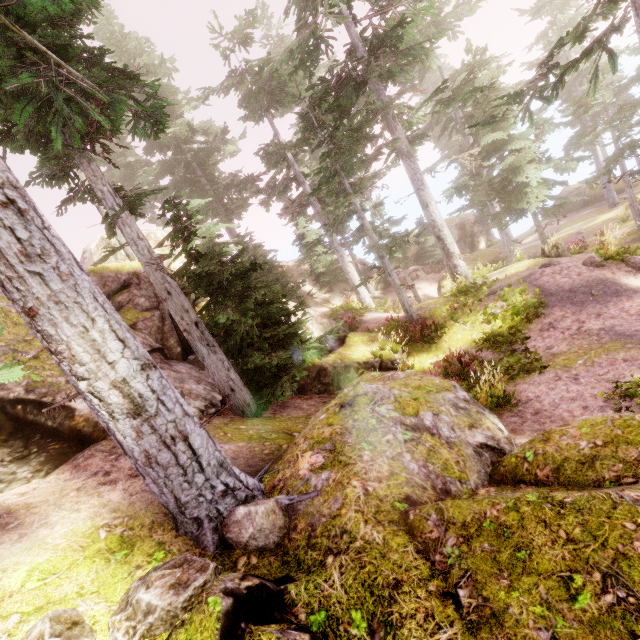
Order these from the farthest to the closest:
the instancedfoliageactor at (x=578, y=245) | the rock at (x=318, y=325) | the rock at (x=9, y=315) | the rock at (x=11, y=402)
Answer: the instancedfoliageactor at (x=578, y=245) < the rock at (x=318, y=325) < the rock at (x=9, y=315) < the rock at (x=11, y=402)

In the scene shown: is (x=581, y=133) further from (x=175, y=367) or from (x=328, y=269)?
(x=175, y=367)

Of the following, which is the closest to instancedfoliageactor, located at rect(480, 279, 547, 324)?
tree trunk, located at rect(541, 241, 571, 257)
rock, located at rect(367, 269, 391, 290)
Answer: rock, located at rect(367, 269, 391, 290)

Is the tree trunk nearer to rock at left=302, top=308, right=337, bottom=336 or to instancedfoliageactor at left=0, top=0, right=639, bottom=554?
instancedfoliageactor at left=0, top=0, right=639, bottom=554

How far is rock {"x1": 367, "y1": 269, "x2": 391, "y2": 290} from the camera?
29.3m

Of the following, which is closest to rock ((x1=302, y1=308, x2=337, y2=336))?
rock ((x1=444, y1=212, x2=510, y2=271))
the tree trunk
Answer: the tree trunk

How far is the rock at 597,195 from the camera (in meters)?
32.87

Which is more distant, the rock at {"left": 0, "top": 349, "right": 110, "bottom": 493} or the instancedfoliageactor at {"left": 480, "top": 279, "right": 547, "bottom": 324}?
the instancedfoliageactor at {"left": 480, "top": 279, "right": 547, "bottom": 324}
